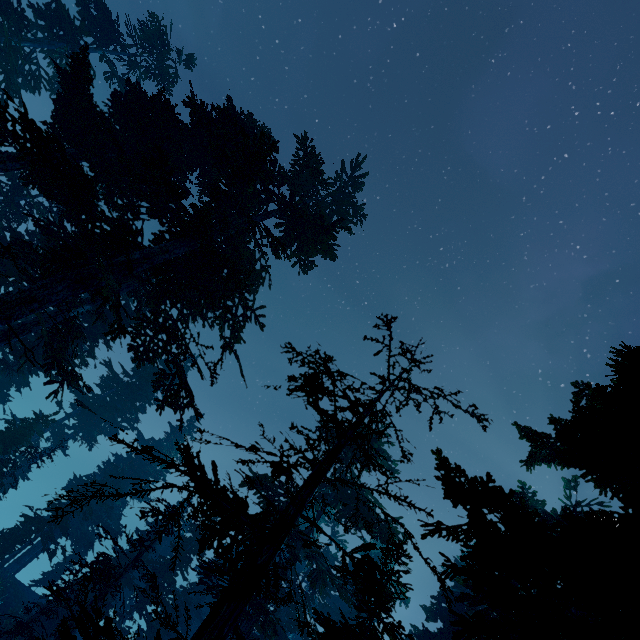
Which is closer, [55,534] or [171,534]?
[171,534]
